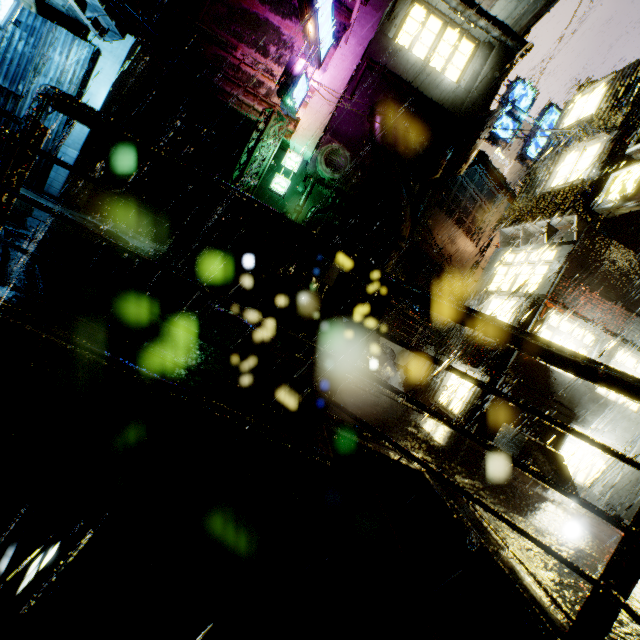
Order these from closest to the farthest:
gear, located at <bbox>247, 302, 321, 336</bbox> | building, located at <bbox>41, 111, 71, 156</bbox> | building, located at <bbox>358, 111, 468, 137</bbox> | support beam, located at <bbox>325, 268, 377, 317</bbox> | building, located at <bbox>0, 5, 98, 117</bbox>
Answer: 1. support beam, located at <bbox>325, 268, 377, 317</bbox>
2. gear, located at <bbox>247, 302, 321, 336</bbox>
3. building, located at <bbox>0, 5, 98, 117</bbox>
4. building, located at <bbox>41, 111, 71, 156</bbox>
5. building, located at <bbox>358, 111, 468, 137</bbox>

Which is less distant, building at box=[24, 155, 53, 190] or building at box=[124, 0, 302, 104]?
building at box=[24, 155, 53, 190]

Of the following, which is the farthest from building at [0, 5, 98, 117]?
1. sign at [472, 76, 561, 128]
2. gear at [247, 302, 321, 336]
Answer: sign at [472, 76, 561, 128]

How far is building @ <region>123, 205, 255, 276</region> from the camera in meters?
15.5

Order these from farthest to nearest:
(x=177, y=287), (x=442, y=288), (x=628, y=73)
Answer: (x=442, y=288), (x=628, y=73), (x=177, y=287)

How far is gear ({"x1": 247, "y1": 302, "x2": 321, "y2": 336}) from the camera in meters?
9.1 m

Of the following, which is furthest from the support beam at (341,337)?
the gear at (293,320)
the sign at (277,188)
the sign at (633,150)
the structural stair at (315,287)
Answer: the sign at (277,188)

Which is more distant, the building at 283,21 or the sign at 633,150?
the building at 283,21
